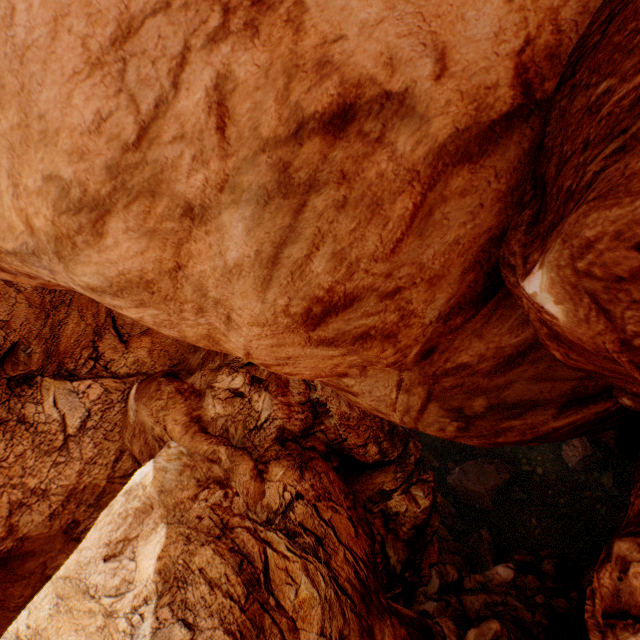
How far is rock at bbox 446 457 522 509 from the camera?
23.20m

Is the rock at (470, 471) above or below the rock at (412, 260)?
below

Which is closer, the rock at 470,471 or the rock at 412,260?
the rock at 412,260

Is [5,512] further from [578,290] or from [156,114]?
[578,290]

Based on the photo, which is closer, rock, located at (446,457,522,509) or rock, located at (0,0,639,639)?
rock, located at (0,0,639,639)

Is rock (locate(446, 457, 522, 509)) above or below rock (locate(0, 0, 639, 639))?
below
